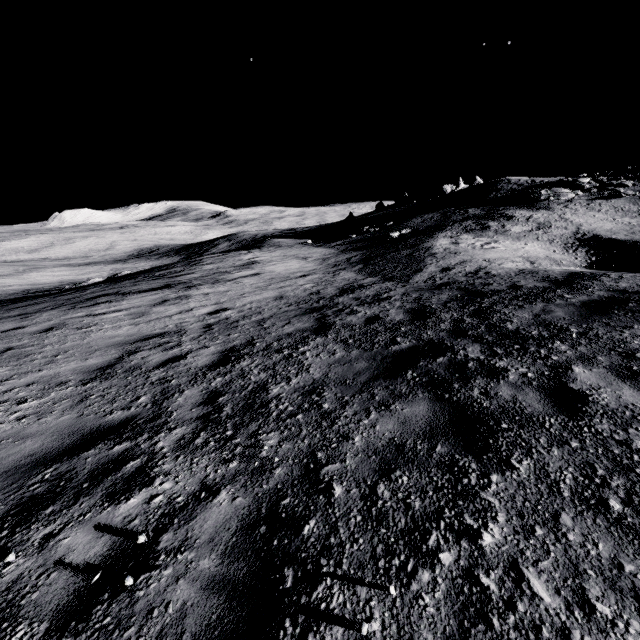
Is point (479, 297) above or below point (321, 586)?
above
